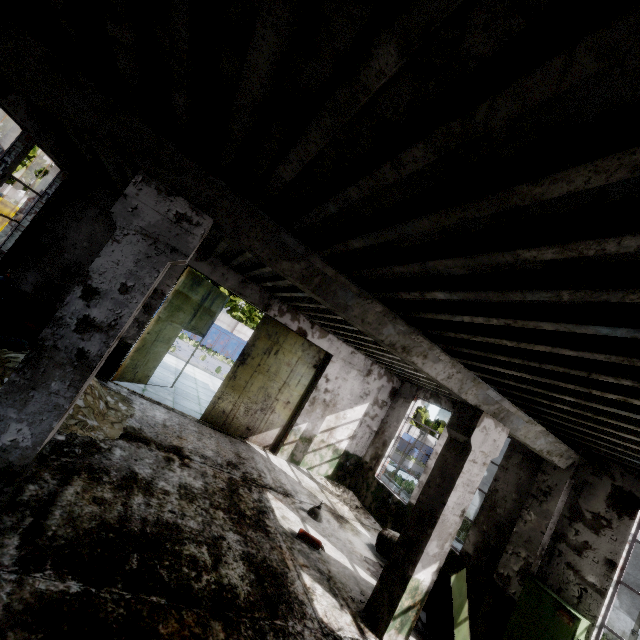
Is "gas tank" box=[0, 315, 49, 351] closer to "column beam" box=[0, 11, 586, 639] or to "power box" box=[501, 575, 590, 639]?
"column beam" box=[0, 11, 586, 639]

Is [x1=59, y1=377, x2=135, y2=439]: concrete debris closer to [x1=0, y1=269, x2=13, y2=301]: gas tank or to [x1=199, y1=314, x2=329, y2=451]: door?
[x1=0, y1=269, x2=13, y2=301]: gas tank

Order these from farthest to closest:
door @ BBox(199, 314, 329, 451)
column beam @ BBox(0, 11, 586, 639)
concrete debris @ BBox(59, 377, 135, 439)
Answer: door @ BBox(199, 314, 329, 451)
concrete debris @ BBox(59, 377, 135, 439)
column beam @ BBox(0, 11, 586, 639)

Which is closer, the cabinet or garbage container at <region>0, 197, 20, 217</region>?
the cabinet

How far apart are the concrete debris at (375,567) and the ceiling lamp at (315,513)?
1.5 meters

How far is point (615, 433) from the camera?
5.0m

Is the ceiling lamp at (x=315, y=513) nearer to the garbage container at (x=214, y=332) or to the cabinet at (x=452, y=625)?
the cabinet at (x=452, y=625)

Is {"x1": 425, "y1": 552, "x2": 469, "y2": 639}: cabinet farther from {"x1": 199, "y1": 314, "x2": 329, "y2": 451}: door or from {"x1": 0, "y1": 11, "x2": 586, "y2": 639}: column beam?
{"x1": 199, "y1": 314, "x2": 329, "y2": 451}: door
